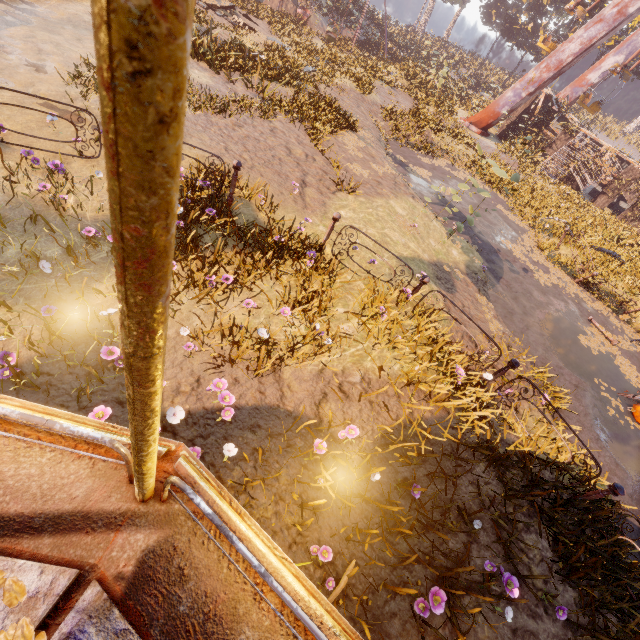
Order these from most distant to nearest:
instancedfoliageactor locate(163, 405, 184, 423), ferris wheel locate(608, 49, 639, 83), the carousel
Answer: ferris wheel locate(608, 49, 639, 83), instancedfoliageactor locate(163, 405, 184, 423), the carousel

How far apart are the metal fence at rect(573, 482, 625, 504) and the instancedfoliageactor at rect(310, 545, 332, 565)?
3.66m

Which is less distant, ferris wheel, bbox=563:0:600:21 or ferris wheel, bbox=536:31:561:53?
ferris wheel, bbox=563:0:600:21

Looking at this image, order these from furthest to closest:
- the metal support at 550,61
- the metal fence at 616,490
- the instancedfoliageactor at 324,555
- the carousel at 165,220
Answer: the metal support at 550,61 → the metal fence at 616,490 → the instancedfoliageactor at 324,555 → the carousel at 165,220

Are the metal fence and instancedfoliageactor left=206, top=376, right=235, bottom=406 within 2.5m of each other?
no

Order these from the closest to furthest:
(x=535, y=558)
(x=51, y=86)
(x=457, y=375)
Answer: (x=535, y=558), (x=457, y=375), (x=51, y=86)

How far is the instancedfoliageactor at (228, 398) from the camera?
3.5m

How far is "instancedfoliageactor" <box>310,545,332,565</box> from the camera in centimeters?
282cm
